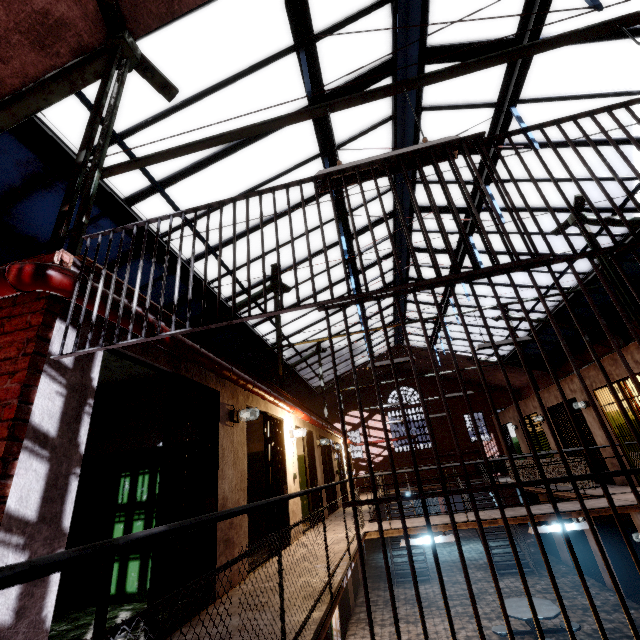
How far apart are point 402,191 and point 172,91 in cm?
631

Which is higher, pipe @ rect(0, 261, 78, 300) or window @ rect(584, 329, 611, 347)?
window @ rect(584, 329, 611, 347)

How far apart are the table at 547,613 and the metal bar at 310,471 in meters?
4.7

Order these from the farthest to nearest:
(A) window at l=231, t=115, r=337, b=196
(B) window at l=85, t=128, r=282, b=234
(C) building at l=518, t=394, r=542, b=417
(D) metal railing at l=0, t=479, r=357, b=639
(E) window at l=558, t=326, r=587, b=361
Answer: (E) window at l=558, t=326, r=587, b=361 < (C) building at l=518, t=394, r=542, b=417 < (A) window at l=231, t=115, r=337, b=196 < (B) window at l=85, t=128, r=282, b=234 < (D) metal railing at l=0, t=479, r=357, b=639

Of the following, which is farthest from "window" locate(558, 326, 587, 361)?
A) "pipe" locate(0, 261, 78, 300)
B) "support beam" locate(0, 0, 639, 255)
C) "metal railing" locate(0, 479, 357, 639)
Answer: "metal railing" locate(0, 479, 357, 639)

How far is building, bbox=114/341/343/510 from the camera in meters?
3.7

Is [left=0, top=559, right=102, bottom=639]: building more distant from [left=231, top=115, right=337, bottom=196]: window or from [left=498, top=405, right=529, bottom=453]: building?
[left=498, top=405, right=529, bottom=453]: building

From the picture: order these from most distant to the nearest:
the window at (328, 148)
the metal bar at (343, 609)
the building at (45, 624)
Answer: the metal bar at (343, 609) → the window at (328, 148) → the building at (45, 624)
